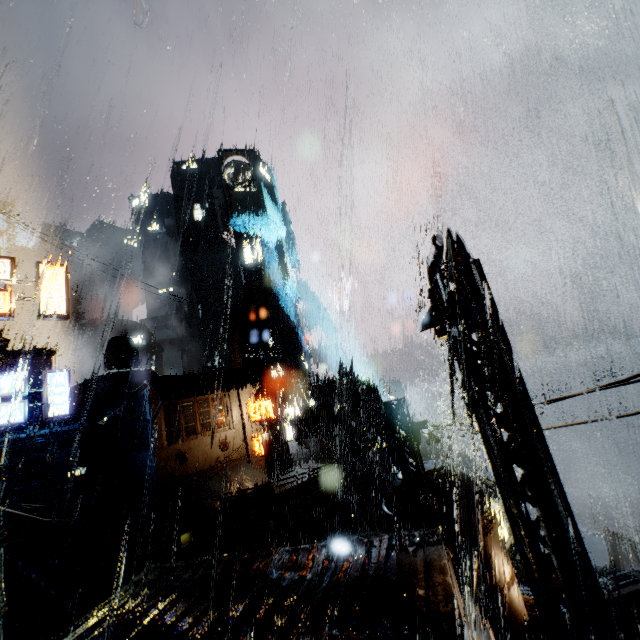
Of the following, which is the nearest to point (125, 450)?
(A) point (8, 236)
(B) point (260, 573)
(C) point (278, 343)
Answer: (B) point (260, 573)

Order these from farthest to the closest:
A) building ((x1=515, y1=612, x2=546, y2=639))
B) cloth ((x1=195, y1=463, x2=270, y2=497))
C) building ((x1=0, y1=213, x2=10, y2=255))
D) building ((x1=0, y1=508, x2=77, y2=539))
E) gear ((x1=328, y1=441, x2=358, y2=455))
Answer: building ((x1=0, y1=213, x2=10, y2=255)) < gear ((x1=328, y1=441, x2=358, y2=455)) < cloth ((x1=195, y1=463, x2=270, y2=497)) < building ((x1=0, y1=508, x2=77, y2=539)) < building ((x1=515, y1=612, x2=546, y2=639))

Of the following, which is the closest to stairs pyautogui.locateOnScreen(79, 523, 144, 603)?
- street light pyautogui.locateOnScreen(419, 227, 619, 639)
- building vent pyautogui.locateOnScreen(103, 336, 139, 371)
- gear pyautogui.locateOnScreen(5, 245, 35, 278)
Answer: building vent pyautogui.locateOnScreen(103, 336, 139, 371)

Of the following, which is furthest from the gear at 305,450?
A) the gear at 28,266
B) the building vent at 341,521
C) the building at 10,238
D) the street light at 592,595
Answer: the gear at 28,266

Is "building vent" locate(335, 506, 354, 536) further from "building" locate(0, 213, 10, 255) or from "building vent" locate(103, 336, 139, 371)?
"building vent" locate(103, 336, 139, 371)

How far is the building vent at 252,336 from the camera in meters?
50.1 m

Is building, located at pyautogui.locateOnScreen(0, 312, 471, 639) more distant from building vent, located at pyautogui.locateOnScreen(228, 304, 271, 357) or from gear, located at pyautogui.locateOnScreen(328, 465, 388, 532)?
gear, located at pyautogui.locateOnScreen(328, 465, 388, 532)

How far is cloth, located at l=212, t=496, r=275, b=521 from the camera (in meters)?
21.04
